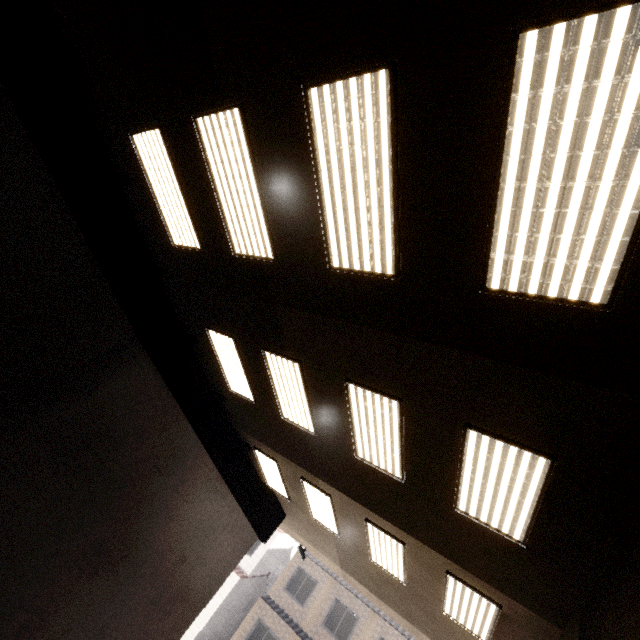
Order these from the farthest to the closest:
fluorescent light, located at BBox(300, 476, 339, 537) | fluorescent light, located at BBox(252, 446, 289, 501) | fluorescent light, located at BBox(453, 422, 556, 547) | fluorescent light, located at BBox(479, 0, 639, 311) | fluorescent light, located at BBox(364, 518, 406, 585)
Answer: fluorescent light, located at BBox(252, 446, 289, 501)
fluorescent light, located at BBox(300, 476, 339, 537)
fluorescent light, located at BBox(364, 518, 406, 585)
fluorescent light, located at BBox(453, 422, 556, 547)
fluorescent light, located at BBox(479, 0, 639, 311)

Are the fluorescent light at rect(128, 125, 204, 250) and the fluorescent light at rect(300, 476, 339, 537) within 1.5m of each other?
no

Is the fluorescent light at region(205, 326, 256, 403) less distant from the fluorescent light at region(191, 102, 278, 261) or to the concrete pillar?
the fluorescent light at region(191, 102, 278, 261)

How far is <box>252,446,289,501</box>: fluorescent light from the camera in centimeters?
934cm

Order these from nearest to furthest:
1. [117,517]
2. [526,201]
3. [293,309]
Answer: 1. [526,201]
2. [293,309]
3. [117,517]

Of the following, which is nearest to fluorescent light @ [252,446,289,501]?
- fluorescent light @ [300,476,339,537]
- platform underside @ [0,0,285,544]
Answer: platform underside @ [0,0,285,544]

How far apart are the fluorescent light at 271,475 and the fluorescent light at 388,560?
2.91m

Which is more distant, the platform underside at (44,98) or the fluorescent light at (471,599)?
the fluorescent light at (471,599)
